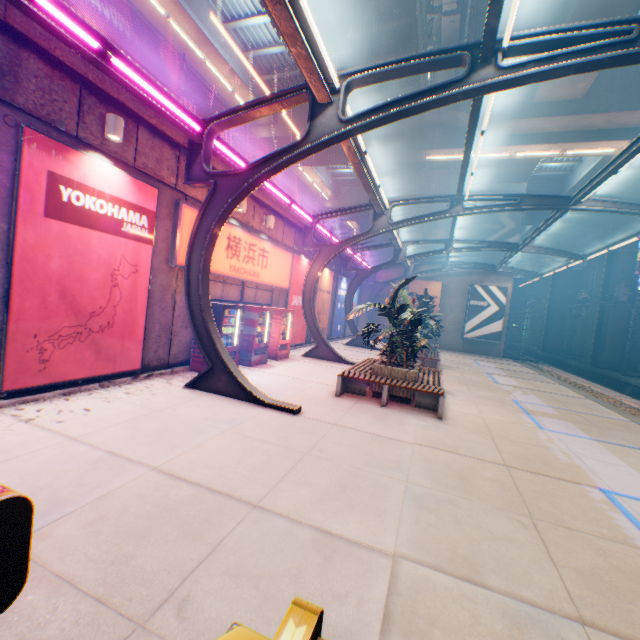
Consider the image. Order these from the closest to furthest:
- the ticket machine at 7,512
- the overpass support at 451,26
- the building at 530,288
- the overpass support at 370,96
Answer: the ticket machine at 7,512 < the overpass support at 370,96 < the overpass support at 451,26 < the building at 530,288

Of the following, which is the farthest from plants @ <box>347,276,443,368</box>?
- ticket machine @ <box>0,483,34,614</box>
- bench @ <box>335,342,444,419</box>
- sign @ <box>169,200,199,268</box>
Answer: ticket machine @ <box>0,483,34,614</box>

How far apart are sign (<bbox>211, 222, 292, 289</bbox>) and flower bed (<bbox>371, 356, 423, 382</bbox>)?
5.20m

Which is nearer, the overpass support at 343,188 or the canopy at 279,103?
the canopy at 279,103

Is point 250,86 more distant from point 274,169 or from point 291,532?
point 291,532

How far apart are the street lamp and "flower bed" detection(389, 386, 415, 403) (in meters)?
7.57

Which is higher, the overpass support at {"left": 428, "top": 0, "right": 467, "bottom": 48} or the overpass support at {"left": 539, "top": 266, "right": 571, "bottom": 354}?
the overpass support at {"left": 428, "top": 0, "right": 467, "bottom": 48}

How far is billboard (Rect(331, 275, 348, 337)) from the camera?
22.0m
